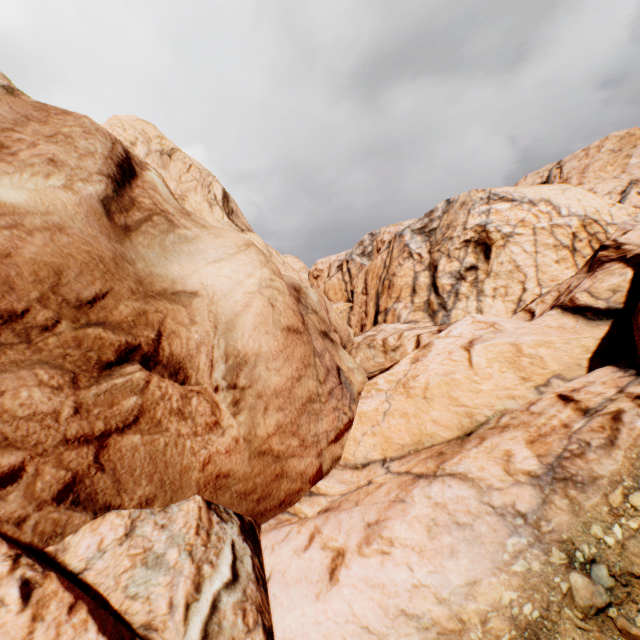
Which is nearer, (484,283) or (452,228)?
(484,283)
